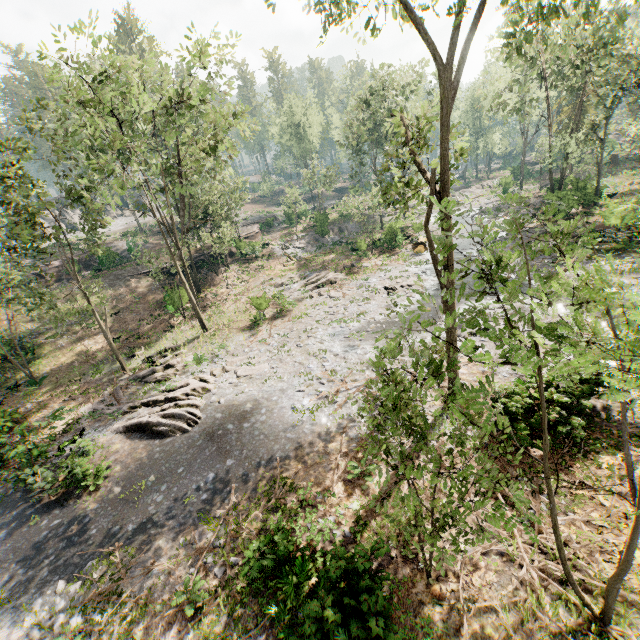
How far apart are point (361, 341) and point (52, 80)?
20.43m

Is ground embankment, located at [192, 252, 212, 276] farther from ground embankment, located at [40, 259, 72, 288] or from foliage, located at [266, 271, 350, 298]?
ground embankment, located at [40, 259, 72, 288]

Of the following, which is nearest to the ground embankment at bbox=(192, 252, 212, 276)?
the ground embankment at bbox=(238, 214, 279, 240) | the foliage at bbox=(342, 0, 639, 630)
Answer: the foliage at bbox=(342, 0, 639, 630)

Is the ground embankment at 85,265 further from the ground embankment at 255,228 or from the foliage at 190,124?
the ground embankment at 255,228

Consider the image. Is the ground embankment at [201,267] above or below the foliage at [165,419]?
above

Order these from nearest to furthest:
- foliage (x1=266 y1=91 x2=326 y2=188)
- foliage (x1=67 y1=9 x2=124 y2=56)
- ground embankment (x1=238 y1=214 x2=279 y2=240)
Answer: foliage (x1=67 y1=9 x2=124 y2=56)
ground embankment (x1=238 y1=214 x2=279 y2=240)
foliage (x1=266 y1=91 x2=326 y2=188)

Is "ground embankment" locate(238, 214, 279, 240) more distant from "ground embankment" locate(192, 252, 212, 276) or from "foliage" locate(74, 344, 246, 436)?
"ground embankment" locate(192, 252, 212, 276)
